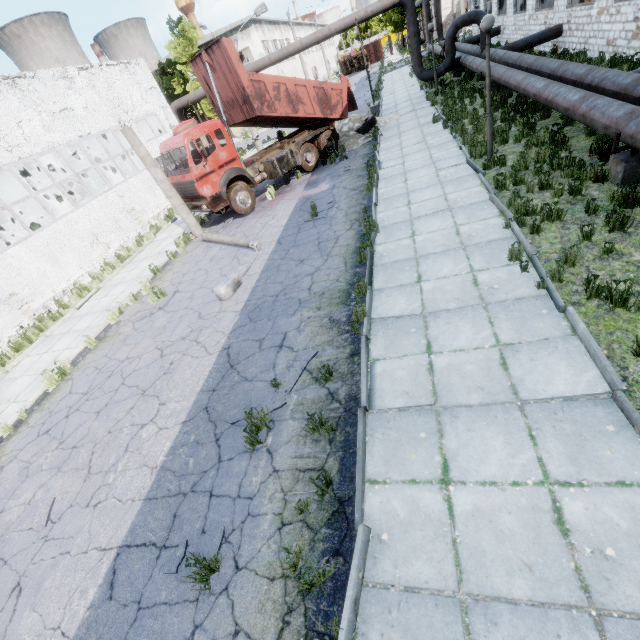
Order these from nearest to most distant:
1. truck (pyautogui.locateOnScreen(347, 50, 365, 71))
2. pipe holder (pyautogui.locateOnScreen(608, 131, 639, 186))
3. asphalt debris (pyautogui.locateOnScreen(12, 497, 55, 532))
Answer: asphalt debris (pyautogui.locateOnScreen(12, 497, 55, 532))
pipe holder (pyautogui.locateOnScreen(608, 131, 639, 186))
truck (pyautogui.locateOnScreen(347, 50, 365, 71))

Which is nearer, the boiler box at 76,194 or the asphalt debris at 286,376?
the asphalt debris at 286,376

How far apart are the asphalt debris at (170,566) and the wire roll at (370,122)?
19.1 meters

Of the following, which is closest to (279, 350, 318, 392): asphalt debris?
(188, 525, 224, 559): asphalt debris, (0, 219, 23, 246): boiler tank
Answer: (188, 525, 224, 559): asphalt debris

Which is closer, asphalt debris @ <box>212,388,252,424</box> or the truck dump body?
asphalt debris @ <box>212,388,252,424</box>

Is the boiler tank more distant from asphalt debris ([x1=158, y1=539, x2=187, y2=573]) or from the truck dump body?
asphalt debris ([x1=158, y1=539, x2=187, y2=573])

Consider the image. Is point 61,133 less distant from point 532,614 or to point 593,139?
point 593,139

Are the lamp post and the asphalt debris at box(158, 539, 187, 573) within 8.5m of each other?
no
